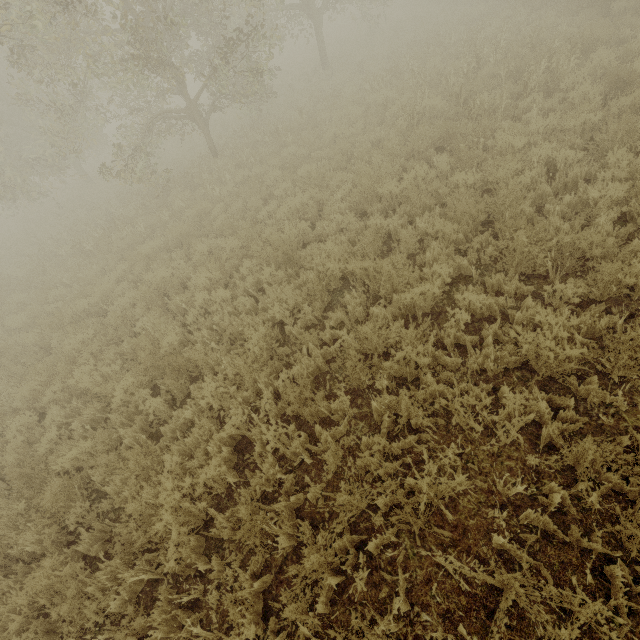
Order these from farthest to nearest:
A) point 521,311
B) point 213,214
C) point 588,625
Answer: point 213,214, point 521,311, point 588,625
